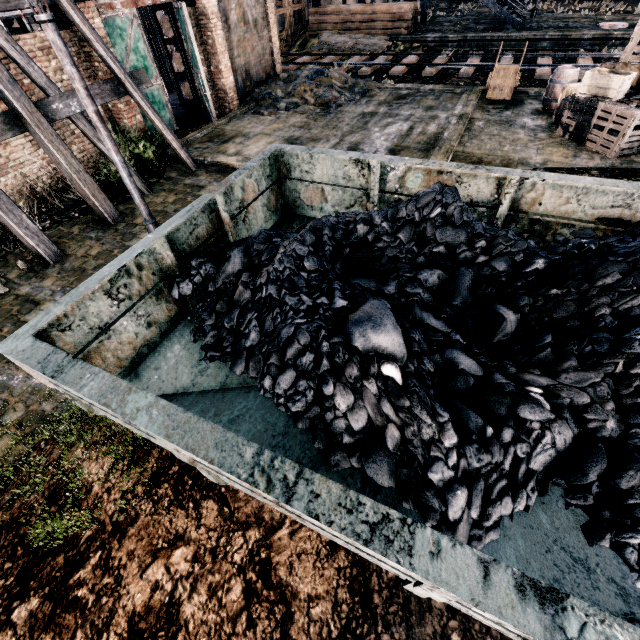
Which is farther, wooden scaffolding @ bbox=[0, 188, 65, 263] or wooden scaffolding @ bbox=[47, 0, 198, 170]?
wooden scaffolding @ bbox=[47, 0, 198, 170]

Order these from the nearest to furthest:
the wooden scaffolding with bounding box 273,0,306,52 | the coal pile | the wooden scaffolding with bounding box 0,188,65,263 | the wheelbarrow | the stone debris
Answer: the coal pile → the wooden scaffolding with bounding box 0,188,65,263 → the wheelbarrow → the stone debris → the wooden scaffolding with bounding box 273,0,306,52

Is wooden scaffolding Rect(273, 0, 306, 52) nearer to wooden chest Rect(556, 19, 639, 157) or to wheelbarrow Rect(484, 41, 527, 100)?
wheelbarrow Rect(484, 41, 527, 100)

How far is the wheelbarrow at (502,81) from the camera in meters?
14.0

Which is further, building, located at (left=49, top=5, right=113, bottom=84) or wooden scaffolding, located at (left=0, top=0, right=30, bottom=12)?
building, located at (left=49, top=5, right=113, bottom=84)

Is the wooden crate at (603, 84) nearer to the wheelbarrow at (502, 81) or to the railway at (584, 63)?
the wheelbarrow at (502, 81)

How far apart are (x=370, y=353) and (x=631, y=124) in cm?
1266

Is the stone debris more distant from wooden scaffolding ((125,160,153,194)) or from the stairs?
the stairs
